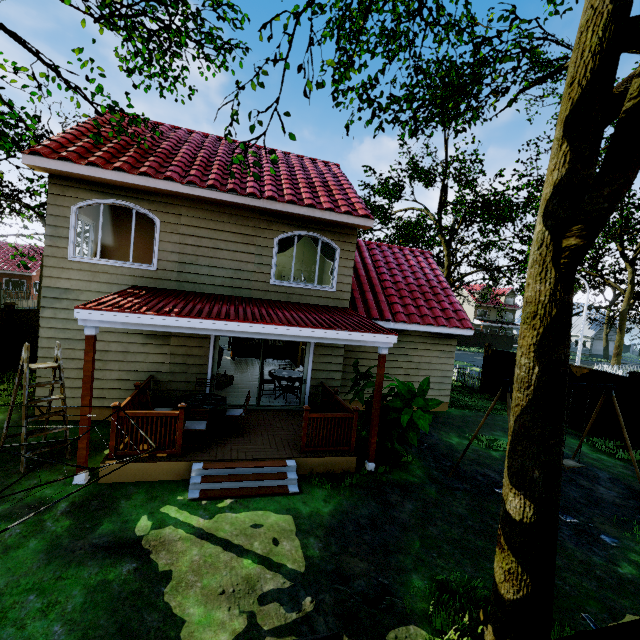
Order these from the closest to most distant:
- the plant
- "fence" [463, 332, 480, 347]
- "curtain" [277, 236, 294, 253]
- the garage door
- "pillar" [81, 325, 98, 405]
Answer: "pillar" [81, 325, 98, 405], the plant, "curtain" [277, 236, 294, 253], "fence" [463, 332, 480, 347], the garage door

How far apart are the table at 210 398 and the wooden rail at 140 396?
0.59m

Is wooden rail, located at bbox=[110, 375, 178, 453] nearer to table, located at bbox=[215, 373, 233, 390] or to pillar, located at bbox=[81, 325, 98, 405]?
pillar, located at bbox=[81, 325, 98, 405]

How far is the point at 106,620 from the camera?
3.5m

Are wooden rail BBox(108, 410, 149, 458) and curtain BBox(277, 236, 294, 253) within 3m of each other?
no

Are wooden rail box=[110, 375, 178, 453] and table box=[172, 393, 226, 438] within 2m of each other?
yes

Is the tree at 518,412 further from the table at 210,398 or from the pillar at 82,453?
the table at 210,398

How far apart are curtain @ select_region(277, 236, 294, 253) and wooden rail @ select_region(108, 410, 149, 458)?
4.4 meters
